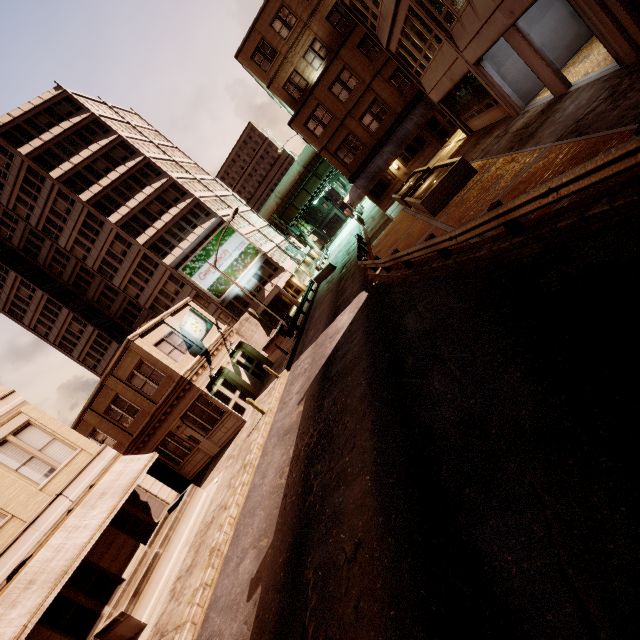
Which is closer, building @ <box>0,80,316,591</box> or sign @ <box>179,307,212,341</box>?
building @ <box>0,80,316,591</box>

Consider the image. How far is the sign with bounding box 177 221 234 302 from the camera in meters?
39.0 m

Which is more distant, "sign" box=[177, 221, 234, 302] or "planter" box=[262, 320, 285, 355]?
"sign" box=[177, 221, 234, 302]

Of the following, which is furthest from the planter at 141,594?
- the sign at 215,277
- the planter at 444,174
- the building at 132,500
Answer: the sign at 215,277

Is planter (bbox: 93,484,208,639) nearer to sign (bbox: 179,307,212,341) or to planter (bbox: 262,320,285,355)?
sign (bbox: 179,307,212,341)

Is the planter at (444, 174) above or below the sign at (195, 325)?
below

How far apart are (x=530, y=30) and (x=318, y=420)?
18.5 meters
